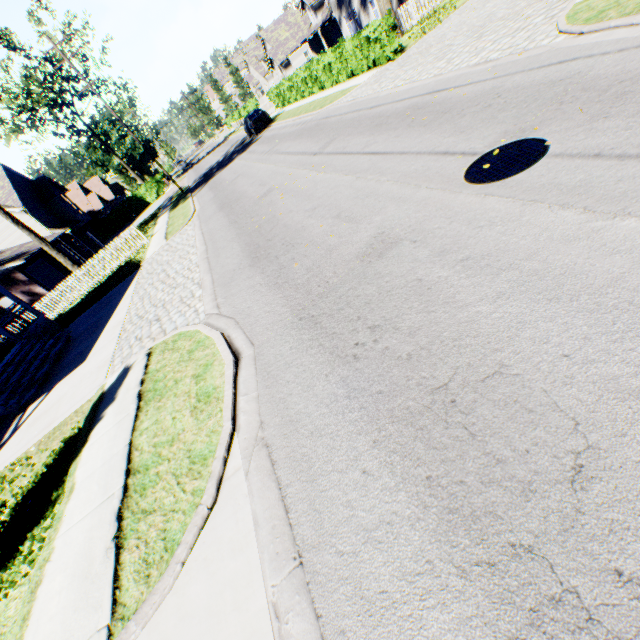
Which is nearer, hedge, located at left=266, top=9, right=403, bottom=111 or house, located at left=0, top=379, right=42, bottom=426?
house, located at left=0, top=379, right=42, bottom=426

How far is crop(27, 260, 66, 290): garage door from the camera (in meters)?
25.52

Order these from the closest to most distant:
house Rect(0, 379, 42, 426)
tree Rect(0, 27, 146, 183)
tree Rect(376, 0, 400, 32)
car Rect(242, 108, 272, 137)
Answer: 1. house Rect(0, 379, 42, 426)
2. tree Rect(376, 0, 400, 32)
3. car Rect(242, 108, 272, 137)
4. tree Rect(0, 27, 146, 183)

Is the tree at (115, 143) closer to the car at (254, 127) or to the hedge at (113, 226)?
the hedge at (113, 226)

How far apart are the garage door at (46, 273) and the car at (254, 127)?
20.90m

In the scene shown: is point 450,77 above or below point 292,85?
below

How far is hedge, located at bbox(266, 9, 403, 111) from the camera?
15.31m

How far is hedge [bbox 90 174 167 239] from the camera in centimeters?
4303cm
